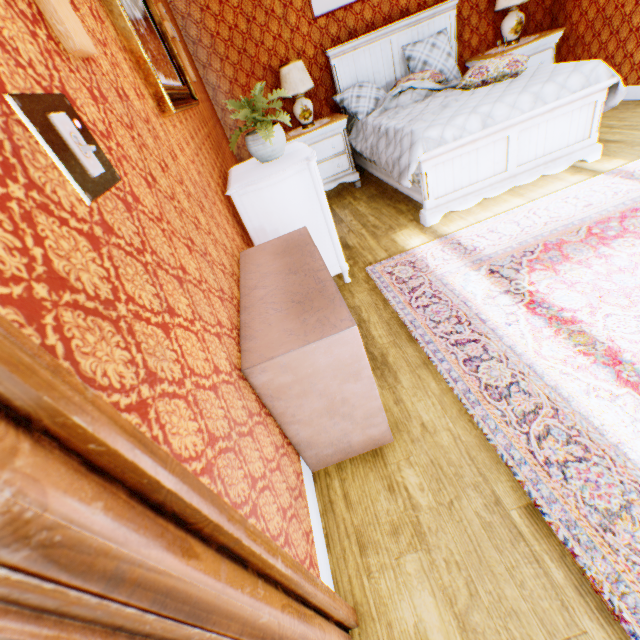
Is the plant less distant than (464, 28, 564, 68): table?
Yes

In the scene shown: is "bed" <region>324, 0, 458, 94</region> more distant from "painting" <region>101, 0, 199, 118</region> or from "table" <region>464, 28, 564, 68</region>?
"painting" <region>101, 0, 199, 118</region>

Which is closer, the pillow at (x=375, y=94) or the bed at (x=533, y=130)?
the bed at (x=533, y=130)

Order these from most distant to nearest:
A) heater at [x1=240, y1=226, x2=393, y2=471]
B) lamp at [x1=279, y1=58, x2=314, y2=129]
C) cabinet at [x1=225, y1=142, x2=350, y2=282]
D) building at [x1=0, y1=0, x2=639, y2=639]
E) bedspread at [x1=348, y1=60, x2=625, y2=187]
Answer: lamp at [x1=279, y1=58, x2=314, y2=129], bedspread at [x1=348, y1=60, x2=625, y2=187], cabinet at [x1=225, y1=142, x2=350, y2=282], heater at [x1=240, y1=226, x2=393, y2=471], building at [x1=0, y1=0, x2=639, y2=639]

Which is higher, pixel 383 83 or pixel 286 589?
pixel 383 83

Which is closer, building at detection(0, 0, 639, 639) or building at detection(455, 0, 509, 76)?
building at detection(0, 0, 639, 639)

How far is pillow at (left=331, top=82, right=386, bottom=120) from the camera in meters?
4.6

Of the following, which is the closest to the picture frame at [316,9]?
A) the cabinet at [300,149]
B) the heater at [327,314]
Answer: the cabinet at [300,149]
